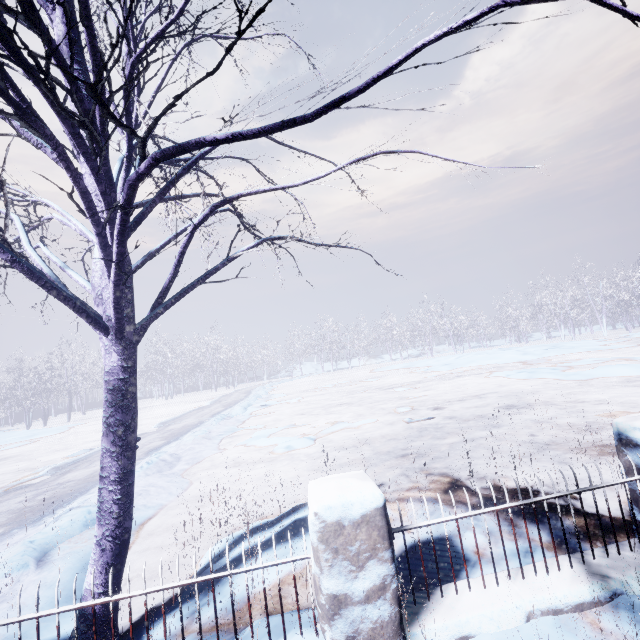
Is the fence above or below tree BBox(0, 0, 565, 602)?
below

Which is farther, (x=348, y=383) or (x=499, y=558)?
(x=348, y=383)

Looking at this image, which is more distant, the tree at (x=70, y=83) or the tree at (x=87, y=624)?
the tree at (x=87, y=624)

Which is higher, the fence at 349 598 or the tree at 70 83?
the tree at 70 83

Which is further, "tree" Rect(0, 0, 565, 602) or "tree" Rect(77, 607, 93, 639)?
"tree" Rect(77, 607, 93, 639)

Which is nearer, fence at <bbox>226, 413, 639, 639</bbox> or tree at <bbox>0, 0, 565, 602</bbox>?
tree at <bbox>0, 0, 565, 602</bbox>

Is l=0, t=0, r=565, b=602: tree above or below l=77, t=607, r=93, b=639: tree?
above
